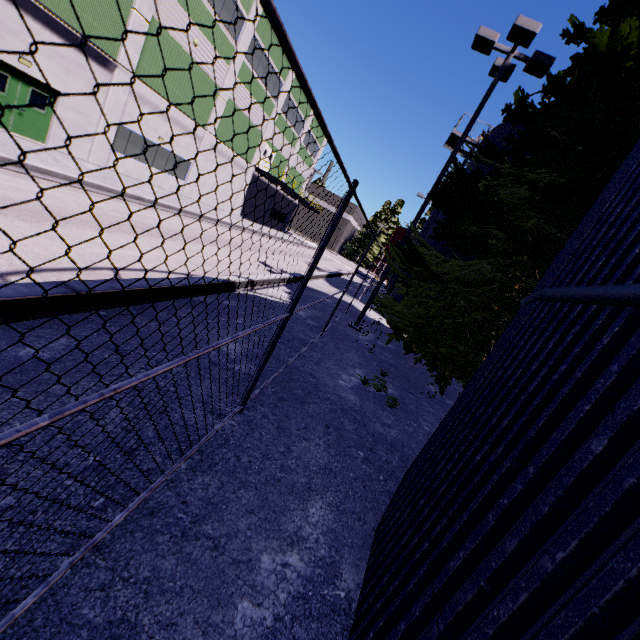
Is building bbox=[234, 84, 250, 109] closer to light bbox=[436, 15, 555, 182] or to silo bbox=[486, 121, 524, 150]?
silo bbox=[486, 121, 524, 150]

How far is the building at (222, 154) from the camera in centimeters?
2619cm

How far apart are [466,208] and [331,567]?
8.18m

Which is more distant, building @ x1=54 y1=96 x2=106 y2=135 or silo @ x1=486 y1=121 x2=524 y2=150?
silo @ x1=486 y1=121 x2=524 y2=150

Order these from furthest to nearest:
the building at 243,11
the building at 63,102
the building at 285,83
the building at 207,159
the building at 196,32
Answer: the building at 285,83 → the building at 207,159 → the building at 243,11 → the building at 196,32 → the building at 63,102

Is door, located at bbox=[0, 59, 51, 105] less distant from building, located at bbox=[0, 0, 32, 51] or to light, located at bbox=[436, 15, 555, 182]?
building, located at bbox=[0, 0, 32, 51]

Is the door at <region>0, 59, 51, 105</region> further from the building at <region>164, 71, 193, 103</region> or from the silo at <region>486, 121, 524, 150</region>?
the silo at <region>486, 121, 524, 150</region>

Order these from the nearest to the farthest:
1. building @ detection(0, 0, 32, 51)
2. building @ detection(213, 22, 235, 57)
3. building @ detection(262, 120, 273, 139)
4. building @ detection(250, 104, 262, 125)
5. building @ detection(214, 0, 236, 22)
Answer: building @ detection(0, 0, 32, 51) < building @ detection(214, 0, 236, 22) < building @ detection(213, 22, 235, 57) < building @ detection(250, 104, 262, 125) < building @ detection(262, 120, 273, 139)
